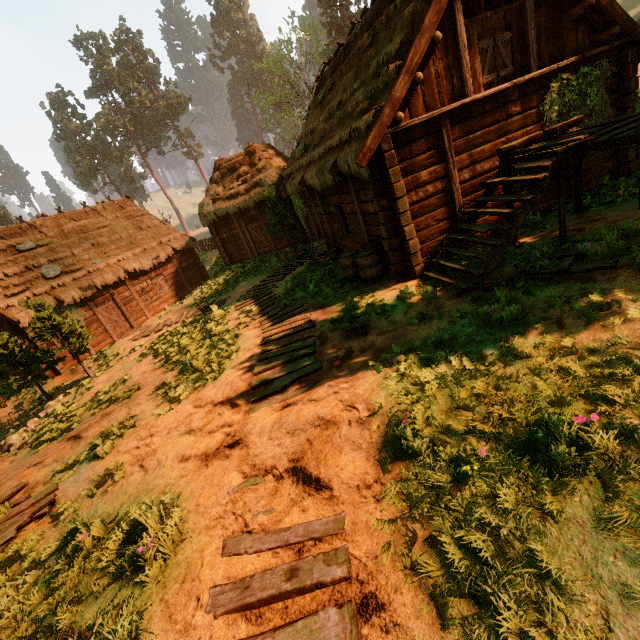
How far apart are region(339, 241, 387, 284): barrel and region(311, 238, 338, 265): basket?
1.90m

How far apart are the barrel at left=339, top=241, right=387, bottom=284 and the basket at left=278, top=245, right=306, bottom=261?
5.5 meters

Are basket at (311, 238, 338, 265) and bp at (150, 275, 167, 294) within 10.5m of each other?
no

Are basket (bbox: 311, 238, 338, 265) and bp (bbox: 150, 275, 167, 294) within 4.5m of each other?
no

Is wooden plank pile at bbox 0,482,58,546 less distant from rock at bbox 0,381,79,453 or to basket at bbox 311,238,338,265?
rock at bbox 0,381,79,453

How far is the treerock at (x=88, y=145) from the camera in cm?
5506

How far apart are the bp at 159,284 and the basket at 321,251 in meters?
12.5

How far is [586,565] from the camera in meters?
2.4
